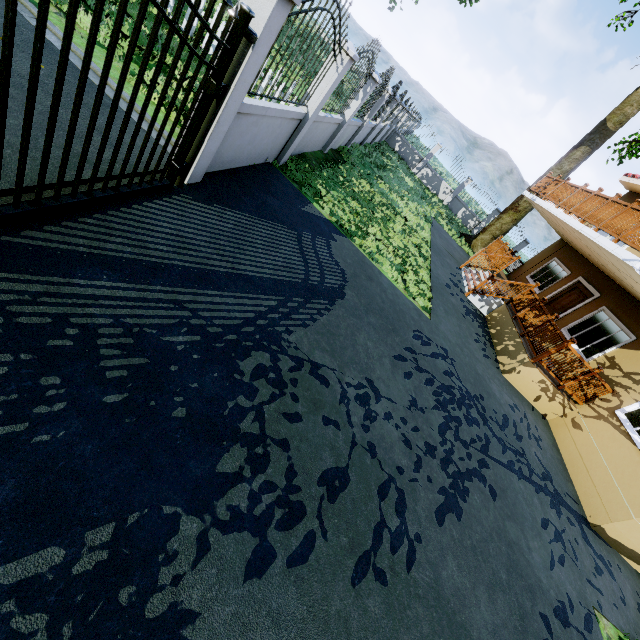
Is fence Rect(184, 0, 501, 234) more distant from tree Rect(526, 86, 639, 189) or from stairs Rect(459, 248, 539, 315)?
stairs Rect(459, 248, 539, 315)

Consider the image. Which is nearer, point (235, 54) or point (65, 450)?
point (65, 450)

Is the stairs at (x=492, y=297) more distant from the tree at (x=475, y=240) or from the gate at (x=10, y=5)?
the gate at (x=10, y=5)

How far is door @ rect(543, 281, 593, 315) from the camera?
11.61m

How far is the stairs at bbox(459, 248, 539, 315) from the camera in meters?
11.1

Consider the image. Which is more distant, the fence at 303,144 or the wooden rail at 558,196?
the wooden rail at 558,196

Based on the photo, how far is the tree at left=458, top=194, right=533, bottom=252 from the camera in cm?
1767

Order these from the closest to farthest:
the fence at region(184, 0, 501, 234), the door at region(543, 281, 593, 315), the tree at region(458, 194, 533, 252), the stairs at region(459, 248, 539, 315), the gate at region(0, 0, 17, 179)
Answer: the gate at region(0, 0, 17, 179) < the fence at region(184, 0, 501, 234) < the stairs at region(459, 248, 539, 315) < the door at region(543, 281, 593, 315) < the tree at region(458, 194, 533, 252)
